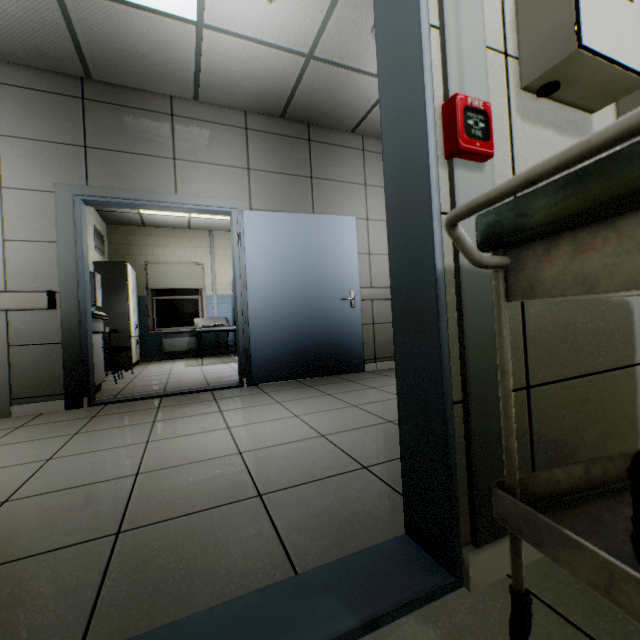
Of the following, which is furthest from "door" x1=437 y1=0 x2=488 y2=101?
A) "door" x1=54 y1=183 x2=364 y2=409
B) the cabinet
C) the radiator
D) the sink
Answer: the radiator

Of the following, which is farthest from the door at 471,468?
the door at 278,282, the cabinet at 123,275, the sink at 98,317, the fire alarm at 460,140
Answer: the cabinet at 123,275

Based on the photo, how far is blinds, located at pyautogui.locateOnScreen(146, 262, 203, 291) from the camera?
7.8 meters

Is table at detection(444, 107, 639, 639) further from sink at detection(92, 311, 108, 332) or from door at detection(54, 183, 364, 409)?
sink at detection(92, 311, 108, 332)

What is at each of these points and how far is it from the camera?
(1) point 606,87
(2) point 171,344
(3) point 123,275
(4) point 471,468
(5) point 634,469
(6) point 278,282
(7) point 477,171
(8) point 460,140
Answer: (1) electrical shield, 1.0m
(2) radiator, 7.9m
(3) cabinet, 6.3m
(4) door, 0.8m
(5) sterile container, 0.5m
(6) door, 3.8m
(7) door, 0.9m
(8) fire alarm, 0.8m

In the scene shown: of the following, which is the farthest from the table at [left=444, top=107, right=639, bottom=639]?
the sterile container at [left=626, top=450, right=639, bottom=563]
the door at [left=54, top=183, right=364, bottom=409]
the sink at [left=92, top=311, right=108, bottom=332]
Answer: the sink at [left=92, top=311, right=108, bottom=332]

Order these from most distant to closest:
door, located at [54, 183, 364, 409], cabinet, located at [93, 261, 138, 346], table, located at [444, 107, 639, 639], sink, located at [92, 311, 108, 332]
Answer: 1. cabinet, located at [93, 261, 138, 346]
2. sink, located at [92, 311, 108, 332]
3. door, located at [54, 183, 364, 409]
4. table, located at [444, 107, 639, 639]

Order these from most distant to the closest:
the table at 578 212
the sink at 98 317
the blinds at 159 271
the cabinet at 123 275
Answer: the blinds at 159 271, the cabinet at 123 275, the sink at 98 317, the table at 578 212
